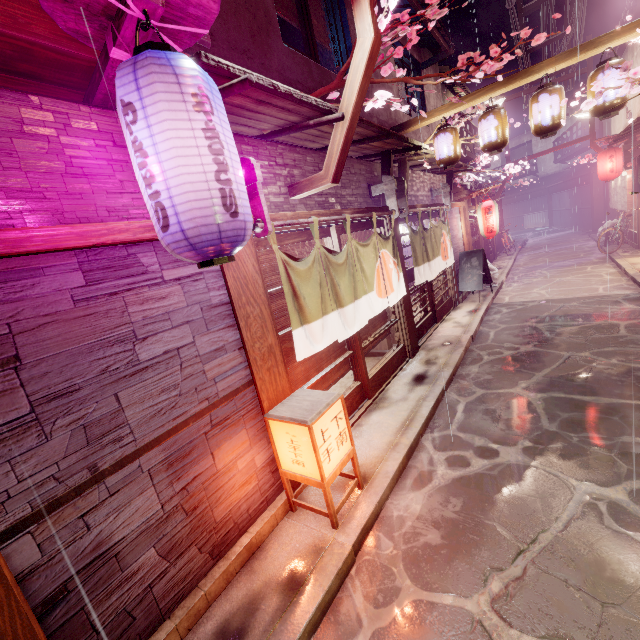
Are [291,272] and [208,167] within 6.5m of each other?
yes

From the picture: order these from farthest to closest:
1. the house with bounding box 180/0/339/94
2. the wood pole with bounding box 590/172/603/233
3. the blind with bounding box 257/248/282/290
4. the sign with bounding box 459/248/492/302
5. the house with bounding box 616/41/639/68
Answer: the wood pole with bounding box 590/172/603/233, the house with bounding box 616/41/639/68, the sign with bounding box 459/248/492/302, the blind with bounding box 257/248/282/290, the house with bounding box 180/0/339/94

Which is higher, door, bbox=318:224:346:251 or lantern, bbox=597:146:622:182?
lantern, bbox=597:146:622:182

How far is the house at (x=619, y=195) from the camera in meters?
23.9 m

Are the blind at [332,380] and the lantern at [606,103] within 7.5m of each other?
no

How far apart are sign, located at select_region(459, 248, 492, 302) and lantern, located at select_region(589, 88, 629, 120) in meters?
8.0 m

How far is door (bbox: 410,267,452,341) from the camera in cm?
1344

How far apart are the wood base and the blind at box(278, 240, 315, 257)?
0.63m
